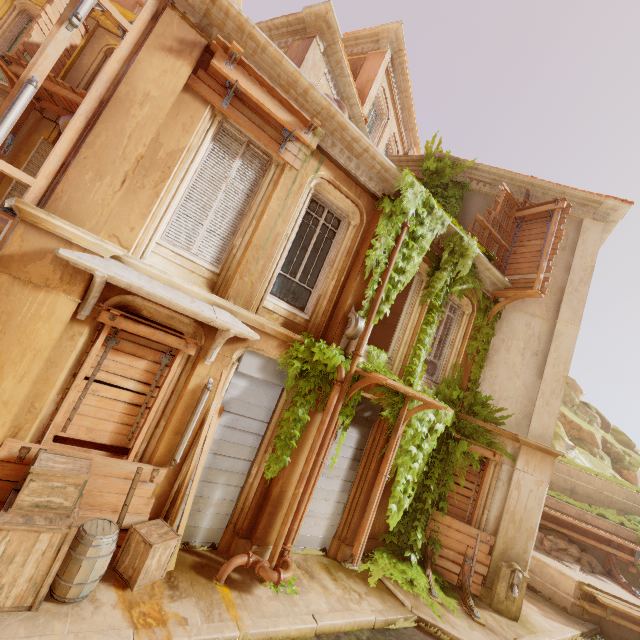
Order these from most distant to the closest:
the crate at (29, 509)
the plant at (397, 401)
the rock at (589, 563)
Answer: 1. the rock at (589, 563)
2. the plant at (397, 401)
3. the crate at (29, 509)

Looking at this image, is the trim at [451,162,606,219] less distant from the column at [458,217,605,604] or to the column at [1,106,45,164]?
the column at [458,217,605,604]

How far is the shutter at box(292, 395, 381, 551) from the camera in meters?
7.6

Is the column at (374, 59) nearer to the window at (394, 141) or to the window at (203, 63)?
the window at (394, 141)

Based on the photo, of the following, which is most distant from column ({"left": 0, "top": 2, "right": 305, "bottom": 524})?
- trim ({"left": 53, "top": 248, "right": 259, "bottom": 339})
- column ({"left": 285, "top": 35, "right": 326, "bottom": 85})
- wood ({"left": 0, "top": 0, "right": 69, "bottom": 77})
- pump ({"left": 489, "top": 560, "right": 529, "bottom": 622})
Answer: pump ({"left": 489, "top": 560, "right": 529, "bottom": 622})

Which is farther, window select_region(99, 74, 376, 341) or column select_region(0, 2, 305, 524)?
window select_region(99, 74, 376, 341)

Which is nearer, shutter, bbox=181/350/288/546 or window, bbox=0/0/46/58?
shutter, bbox=181/350/288/546

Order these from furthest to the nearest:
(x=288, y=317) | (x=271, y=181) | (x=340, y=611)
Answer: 1. (x=288, y=317)
2. (x=271, y=181)
3. (x=340, y=611)
